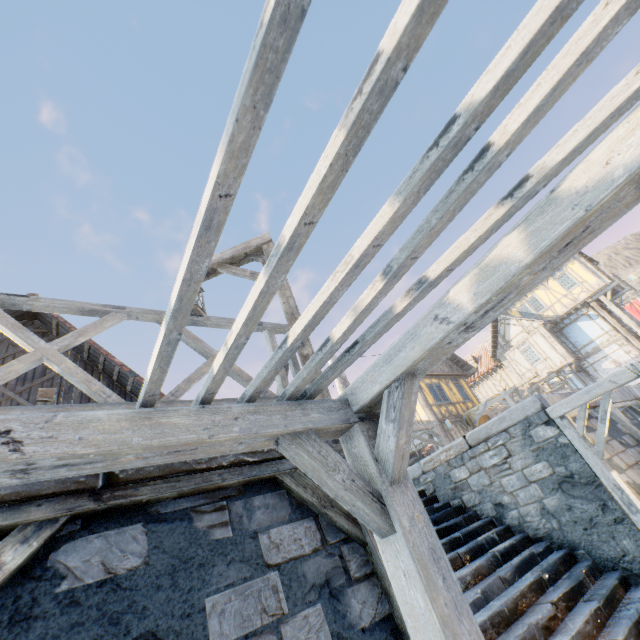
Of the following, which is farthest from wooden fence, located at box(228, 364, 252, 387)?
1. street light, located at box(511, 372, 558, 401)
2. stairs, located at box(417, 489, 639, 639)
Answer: street light, located at box(511, 372, 558, 401)

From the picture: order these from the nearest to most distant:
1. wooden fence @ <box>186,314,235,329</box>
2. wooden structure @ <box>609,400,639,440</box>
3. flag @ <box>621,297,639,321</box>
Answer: wooden fence @ <box>186,314,235,329</box> → wooden structure @ <box>609,400,639,440</box> → flag @ <box>621,297,639,321</box>

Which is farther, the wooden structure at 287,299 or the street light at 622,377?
the street light at 622,377

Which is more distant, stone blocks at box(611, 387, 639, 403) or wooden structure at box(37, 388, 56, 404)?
stone blocks at box(611, 387, 639, 403)

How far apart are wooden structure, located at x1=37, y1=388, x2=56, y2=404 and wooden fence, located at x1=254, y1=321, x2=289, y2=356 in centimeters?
460cm

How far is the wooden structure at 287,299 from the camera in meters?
4.0

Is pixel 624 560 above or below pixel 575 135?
below
